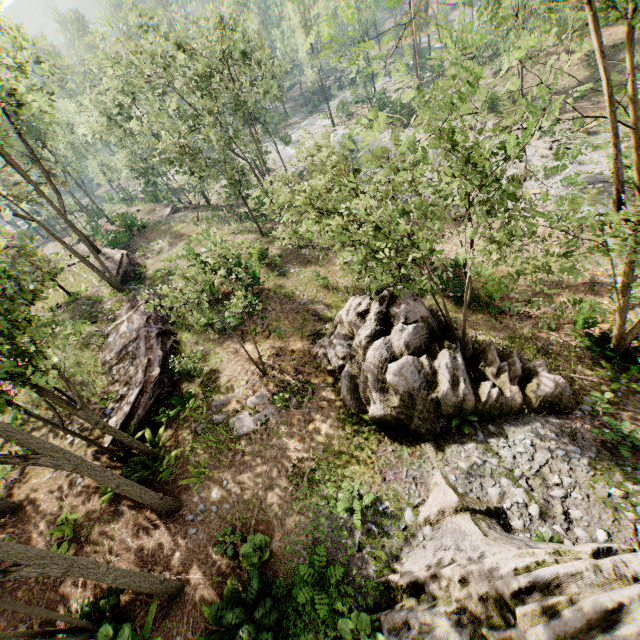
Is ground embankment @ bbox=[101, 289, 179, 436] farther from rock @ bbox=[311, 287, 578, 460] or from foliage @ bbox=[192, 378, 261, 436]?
foliage @ bbox=[192, 378, 261, 436]

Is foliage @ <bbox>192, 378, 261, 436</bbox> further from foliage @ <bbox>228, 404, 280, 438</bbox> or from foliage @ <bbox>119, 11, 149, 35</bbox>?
foliage @ <bbox>119, 11, 149, 35</bbox>

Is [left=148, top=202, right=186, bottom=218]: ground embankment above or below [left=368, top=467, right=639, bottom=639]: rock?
below

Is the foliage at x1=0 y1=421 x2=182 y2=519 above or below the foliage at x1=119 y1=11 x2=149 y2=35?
below

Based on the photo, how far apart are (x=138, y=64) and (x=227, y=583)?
31.52m

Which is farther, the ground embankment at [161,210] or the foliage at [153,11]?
the ground embankment at [161,210]

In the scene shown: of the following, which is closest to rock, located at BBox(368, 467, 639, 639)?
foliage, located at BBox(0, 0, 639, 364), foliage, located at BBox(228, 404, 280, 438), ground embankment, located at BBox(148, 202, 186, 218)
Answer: foliage, located at BBox(0, 0, 639, 364)

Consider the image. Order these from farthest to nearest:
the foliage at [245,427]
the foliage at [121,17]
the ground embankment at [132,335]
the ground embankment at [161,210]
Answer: the ground embankment at [161,210]
the foliage at [121,17]
the ground embankment at [132,335]
the foliage at [245,427]
